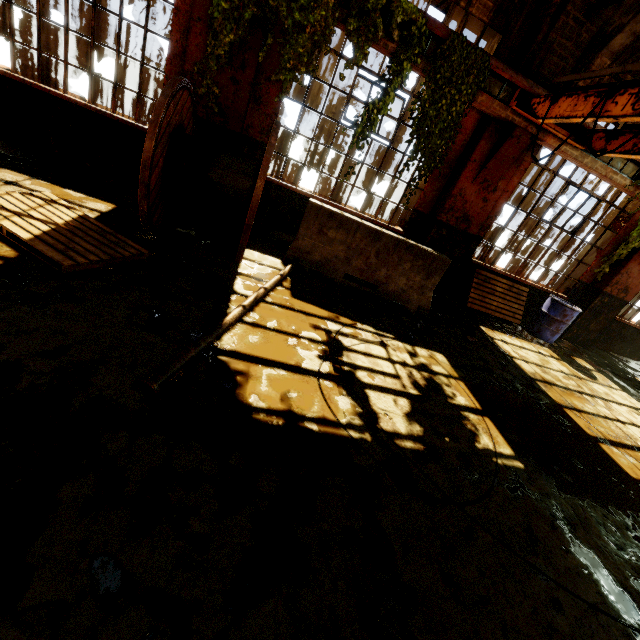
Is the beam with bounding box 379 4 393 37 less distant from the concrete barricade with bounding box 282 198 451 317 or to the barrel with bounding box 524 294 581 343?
the concrete barricade with bounding box 282 198 451 317

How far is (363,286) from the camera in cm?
552

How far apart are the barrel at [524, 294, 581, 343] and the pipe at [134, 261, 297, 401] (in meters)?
6.10

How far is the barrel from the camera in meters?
7.3 m

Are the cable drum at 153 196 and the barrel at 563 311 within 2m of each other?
no

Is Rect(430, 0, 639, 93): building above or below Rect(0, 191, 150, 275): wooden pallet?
above

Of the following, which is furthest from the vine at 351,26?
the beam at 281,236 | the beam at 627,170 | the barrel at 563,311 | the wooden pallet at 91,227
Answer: the barrel at 563,311

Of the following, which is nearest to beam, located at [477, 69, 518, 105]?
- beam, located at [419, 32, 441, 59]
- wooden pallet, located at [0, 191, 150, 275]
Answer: beam, located at [419, 32, 441, 59]
